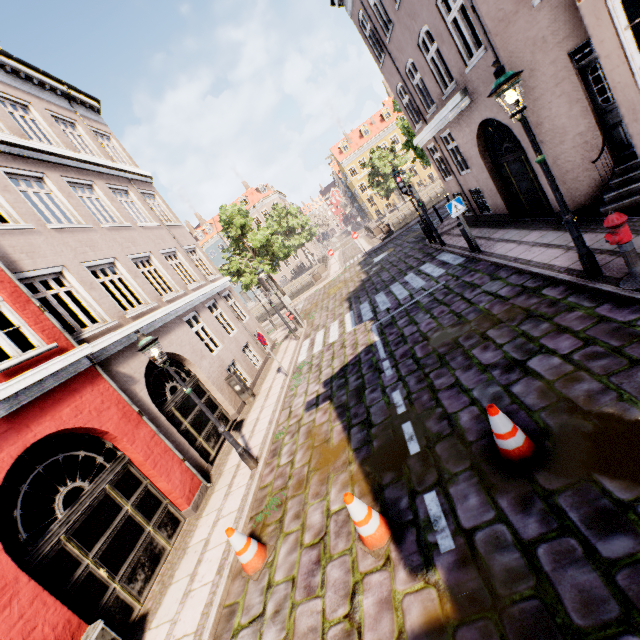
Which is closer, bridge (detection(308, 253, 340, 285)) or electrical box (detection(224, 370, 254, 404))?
electrical box (detection(224, 370, 254, 404))

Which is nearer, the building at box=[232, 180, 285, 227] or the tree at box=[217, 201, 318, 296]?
the tree at box=[217, 201, 318, 296]

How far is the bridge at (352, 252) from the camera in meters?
29.0

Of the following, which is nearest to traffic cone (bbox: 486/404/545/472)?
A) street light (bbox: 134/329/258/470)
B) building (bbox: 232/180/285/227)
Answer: street light (bbox: 134/329/258/470)

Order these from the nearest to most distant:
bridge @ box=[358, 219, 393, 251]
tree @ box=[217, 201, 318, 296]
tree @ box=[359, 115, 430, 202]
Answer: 1. tree @ box=[359, 115, 430, 202]
2. tree @ box=[217, 201, 318, 296]
3. bridge @ box=[358, 219, 393, 251]

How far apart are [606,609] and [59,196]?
13.7 meters

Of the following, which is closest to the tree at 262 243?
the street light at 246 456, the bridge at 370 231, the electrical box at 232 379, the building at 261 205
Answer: the bridge at 370 231

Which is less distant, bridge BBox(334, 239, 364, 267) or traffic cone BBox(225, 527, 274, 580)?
traffic cone BBox(225, 527, 274, 580)
